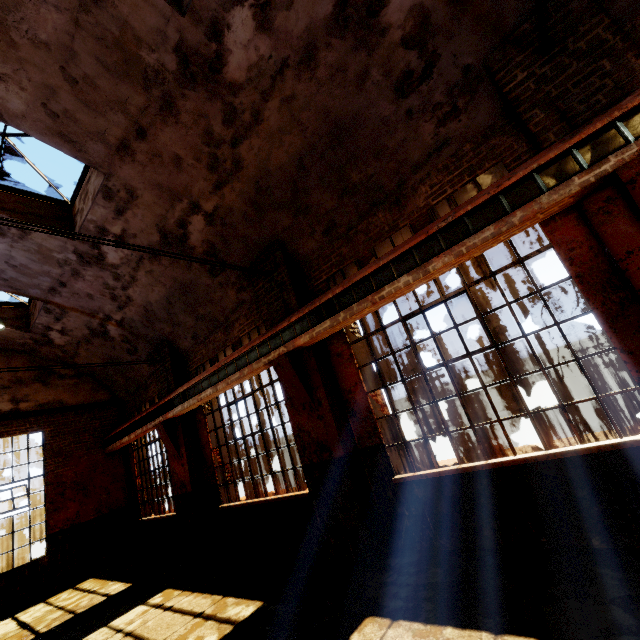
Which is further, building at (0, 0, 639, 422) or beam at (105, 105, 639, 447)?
building at (0, 0, 639, 422)

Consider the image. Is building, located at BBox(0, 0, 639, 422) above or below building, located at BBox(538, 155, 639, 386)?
above

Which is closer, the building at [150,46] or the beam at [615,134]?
the beam at [615,134]

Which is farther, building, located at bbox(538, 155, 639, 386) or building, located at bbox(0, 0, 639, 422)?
building, located at bbox(0, 0, 639, 422)

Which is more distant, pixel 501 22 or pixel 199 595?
pixel 199 595

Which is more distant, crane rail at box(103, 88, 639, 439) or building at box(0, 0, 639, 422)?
building at box(0, 0, 639, 422)

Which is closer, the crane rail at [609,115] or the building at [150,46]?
the crane rail at [609,115]

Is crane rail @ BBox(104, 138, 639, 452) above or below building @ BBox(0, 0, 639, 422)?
below
